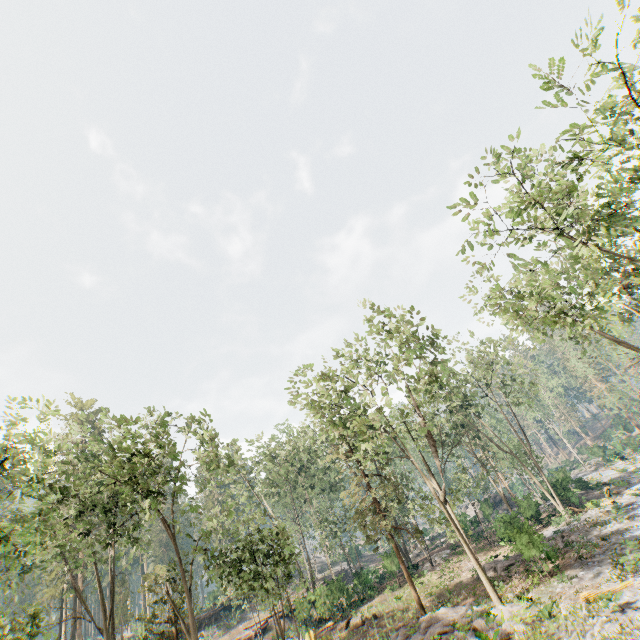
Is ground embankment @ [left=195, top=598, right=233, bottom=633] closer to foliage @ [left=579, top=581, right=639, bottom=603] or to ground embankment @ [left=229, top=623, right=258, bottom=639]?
foliage @ [left=579, top=581, right=639, bottom=603]

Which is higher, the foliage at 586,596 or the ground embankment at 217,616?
the ground embankment at 217,616

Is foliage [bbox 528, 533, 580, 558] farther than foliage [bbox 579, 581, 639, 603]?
Yes

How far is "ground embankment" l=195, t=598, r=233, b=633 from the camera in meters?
40.0

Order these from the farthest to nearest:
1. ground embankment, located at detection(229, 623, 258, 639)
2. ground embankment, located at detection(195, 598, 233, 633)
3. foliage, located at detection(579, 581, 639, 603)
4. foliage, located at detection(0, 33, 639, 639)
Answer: ground embankment, located at detection(195, 598, 233, 633), ground embankment, located at detection(229, 623, 258, 639), foliage, located at detection(0, 33, 639, 639), foliage, located at detection(579, 581, 639, 603)

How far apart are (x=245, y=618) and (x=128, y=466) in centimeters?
3747cm

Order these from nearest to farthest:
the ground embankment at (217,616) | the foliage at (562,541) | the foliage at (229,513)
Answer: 1. the foliage at (229,513)
2. the foliage at (562,541)
3. the ground embankment at (217,616)

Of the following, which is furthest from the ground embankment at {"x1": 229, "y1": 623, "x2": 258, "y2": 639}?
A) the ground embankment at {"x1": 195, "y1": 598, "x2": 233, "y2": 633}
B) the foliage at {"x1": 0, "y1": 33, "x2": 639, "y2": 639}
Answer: the ground embankment at {"x1": 195, "y1": 598, "x2": 233, "y2": 633}
